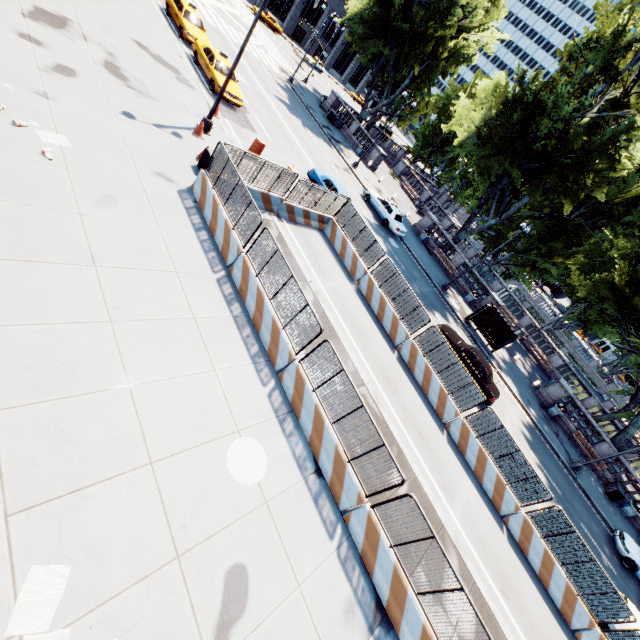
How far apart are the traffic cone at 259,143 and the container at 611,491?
32.20m

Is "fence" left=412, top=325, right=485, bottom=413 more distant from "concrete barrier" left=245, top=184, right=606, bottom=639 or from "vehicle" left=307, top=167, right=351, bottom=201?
"vehicle" left=307, top=167, right=351, bottom=201

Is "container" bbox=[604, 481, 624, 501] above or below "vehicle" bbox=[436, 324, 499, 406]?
below

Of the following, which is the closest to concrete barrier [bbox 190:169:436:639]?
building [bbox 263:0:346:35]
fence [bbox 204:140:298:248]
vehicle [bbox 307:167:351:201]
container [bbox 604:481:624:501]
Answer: fence [bbox 204:140:298:248]

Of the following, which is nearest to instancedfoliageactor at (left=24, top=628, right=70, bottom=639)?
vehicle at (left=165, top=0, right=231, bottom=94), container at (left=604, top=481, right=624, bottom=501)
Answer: vehicle at (left=165, top=0, right=231, bottom=94)

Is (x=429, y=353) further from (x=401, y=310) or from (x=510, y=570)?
(x=510, y=570)

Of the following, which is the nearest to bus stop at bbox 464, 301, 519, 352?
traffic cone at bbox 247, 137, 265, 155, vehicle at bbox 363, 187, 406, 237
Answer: vehicle at bbox 363, 187, 406, 237

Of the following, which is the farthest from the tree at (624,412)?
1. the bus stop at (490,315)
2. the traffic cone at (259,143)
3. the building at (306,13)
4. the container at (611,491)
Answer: the building at (306,13)
